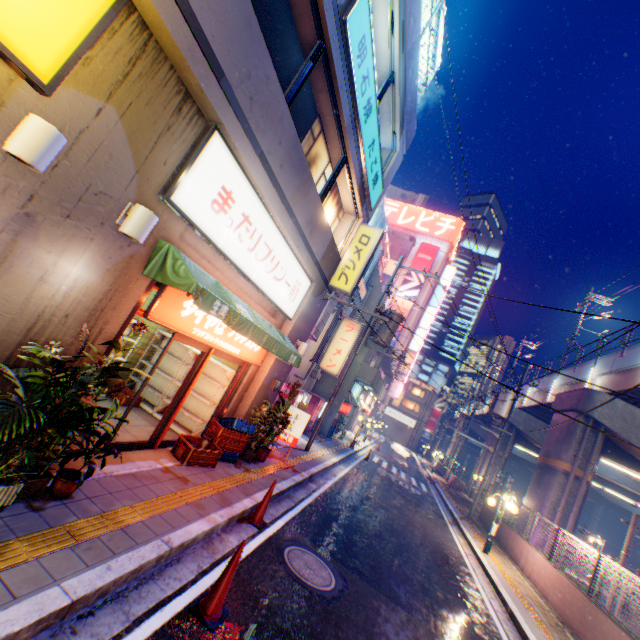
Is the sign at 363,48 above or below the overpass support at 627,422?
above

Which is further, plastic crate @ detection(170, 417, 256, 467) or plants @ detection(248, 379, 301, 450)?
plants @ detection(248, 379, 301, 450)

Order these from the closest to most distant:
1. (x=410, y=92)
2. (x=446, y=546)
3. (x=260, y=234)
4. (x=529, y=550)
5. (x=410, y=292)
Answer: (x=260, y=234) → (x=410, y=92) → (x=446, y=546) → (x=529, y=550) → (x=410, y=292)

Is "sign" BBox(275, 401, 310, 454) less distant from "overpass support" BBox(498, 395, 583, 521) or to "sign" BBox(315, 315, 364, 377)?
"sign" BBox(315, 315, 364, 377)

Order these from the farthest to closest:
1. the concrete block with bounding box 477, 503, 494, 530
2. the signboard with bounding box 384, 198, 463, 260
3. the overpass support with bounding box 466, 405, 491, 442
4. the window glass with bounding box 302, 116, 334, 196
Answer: the signboard with bounding box 384, 198, 463, 260 < the overpass support with bounding box 466, 405, 491, 442 < the concrete block with bounding box 477, 503, 494, 530 < the window glass with bounding box 302, 116, 334, 196

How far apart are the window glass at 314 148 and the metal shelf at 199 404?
4.76m

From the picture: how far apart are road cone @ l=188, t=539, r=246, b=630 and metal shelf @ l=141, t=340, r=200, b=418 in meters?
4.5 m

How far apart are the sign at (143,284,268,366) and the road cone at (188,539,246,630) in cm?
342
